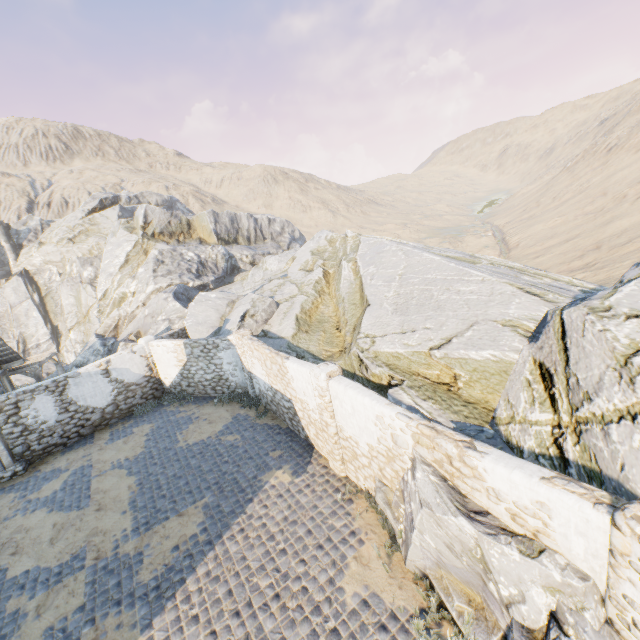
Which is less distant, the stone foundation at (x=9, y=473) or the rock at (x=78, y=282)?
the rock at (x=78, y=282)

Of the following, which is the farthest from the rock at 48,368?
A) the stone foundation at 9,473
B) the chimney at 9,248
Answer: the stone foundation at 9,473

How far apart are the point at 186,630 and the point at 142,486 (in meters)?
5.33

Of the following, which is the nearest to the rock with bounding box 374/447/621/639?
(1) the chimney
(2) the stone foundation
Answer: (1) the chimney

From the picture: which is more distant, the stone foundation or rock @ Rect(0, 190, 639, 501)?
the stone foundation

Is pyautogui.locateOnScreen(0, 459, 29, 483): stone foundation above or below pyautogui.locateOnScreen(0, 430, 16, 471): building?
below

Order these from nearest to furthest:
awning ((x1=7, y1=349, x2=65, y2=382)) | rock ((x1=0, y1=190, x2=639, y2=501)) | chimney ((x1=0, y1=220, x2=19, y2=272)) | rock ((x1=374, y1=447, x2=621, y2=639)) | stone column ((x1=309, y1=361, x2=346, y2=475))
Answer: rock ((x1=374, y1=447, x2=621, y2=639)) < rock ((x1=0, y1=190, x2=639, y2=501)) < stone column ((x1=309, y1=361, x2=346, y2=475)) < awning ((x1=7, y1=349, x2=65, y2=382)) < chimney ((x1=0, y1=220, x2=19, y2=272))

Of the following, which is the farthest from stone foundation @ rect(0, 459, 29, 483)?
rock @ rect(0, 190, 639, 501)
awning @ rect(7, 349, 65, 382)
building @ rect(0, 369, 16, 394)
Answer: rock @ rect(0, 190, 639, 501)
